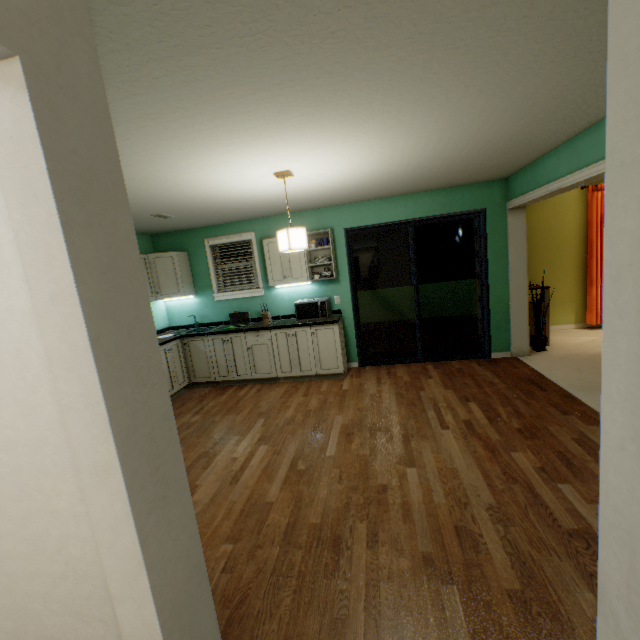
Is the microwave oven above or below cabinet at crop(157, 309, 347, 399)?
above

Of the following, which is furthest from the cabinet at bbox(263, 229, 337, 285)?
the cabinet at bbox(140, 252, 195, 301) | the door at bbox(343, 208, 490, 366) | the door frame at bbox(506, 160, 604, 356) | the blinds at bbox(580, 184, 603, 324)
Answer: the blinds at bbox(580, 184, 603, 324)

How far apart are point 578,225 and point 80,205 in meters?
7.0

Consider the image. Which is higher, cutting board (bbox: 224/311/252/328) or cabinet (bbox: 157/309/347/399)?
cutting board (bbox: 224/311/252/328)

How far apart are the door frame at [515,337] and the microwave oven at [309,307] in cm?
256

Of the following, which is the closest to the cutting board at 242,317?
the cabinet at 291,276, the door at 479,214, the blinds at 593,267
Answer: the cabinet at 291,276

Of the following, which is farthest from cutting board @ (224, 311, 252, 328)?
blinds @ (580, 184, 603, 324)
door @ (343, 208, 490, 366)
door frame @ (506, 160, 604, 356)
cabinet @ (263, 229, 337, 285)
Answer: blinds @ (580, 184, 603, 324)

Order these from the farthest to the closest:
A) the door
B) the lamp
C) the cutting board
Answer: the cutting board, the door, the lamp
